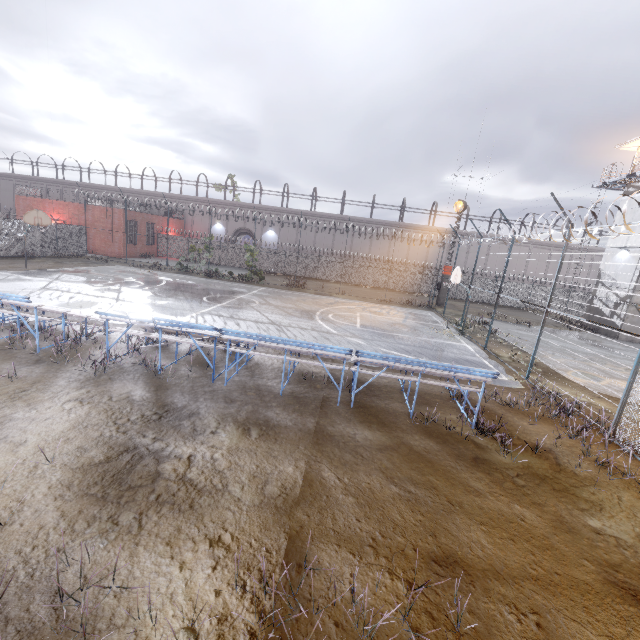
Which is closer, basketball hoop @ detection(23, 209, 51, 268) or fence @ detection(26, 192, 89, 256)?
basketball hoop @ detection(23, 209, 51, 268)

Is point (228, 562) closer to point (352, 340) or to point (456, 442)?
point (456, 442)

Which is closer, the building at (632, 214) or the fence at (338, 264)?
the building at (632, 214)

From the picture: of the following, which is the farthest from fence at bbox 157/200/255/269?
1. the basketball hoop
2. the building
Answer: the building

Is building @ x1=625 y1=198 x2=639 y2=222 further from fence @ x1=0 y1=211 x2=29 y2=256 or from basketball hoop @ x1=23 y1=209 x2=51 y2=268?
basketball hoop @ x1=23 y1=209 x2=51 y2=268

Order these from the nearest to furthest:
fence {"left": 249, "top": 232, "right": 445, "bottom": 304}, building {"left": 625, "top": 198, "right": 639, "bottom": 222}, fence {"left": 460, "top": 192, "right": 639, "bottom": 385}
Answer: fence {"left": 460, "top": 192, "right": 639, "bottom": 385}
building {"left": 625, "top": 198, "right": 639, "bottom": 222}
fence {"left": 249, "top": 232, "right": 445, "bottom": 304}

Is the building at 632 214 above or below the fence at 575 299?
above
